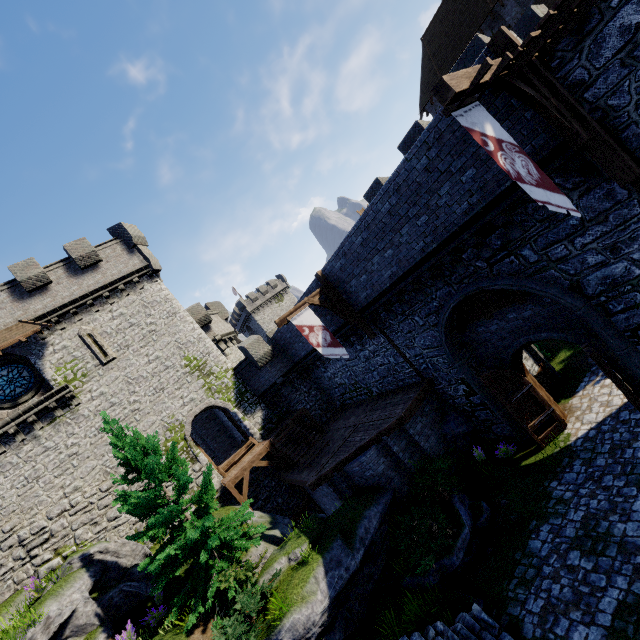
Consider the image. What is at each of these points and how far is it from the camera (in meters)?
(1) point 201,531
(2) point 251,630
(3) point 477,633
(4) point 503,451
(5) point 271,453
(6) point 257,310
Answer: (1) tree, 10.91
(2) bush, 9.02
(3) stairs, 7.47
(4) instancedfoliageactor, 12.83
(5) wooden support, 18.47
(6) building, 59.81

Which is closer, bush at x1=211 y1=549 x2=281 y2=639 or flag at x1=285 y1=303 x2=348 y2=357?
bush at x1=211 y1=549 x2=281 y2=639

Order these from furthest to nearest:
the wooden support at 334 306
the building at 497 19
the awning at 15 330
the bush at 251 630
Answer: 1. the building at 497 19
2. the awning at 15 330
3. the wooden support at 334 306
4. the bush at 251 630

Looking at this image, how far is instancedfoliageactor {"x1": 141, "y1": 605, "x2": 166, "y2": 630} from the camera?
10.91m

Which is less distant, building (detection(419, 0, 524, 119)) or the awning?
the awning

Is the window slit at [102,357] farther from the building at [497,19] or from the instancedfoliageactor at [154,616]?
the building at [497,19]

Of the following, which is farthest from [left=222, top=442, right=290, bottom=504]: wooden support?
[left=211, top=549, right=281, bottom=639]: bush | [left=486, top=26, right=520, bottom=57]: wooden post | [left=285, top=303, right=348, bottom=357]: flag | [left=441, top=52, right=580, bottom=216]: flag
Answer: [left=486, top=26, right=520, bottom=57]: wooden post

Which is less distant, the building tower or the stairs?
the stairs
